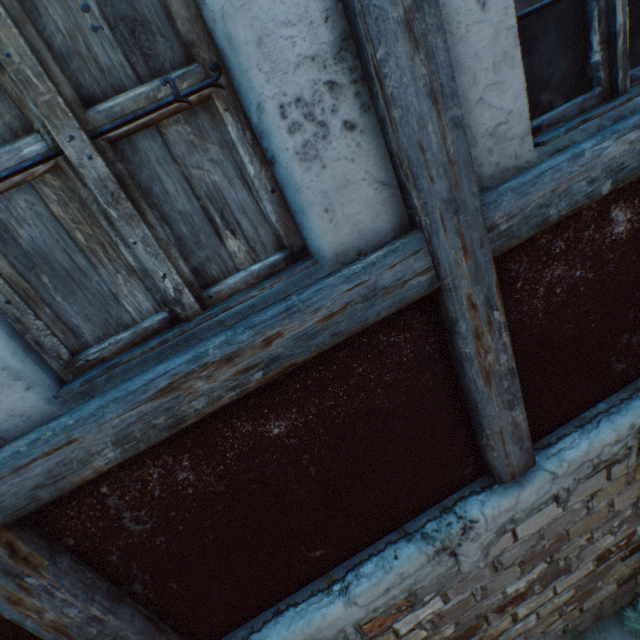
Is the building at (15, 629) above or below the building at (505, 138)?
below

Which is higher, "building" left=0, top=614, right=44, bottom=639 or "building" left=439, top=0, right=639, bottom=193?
"building" left=439, top=0, right=639, bottom=193

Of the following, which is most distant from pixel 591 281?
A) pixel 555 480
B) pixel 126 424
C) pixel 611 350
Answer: pixel 126 424
